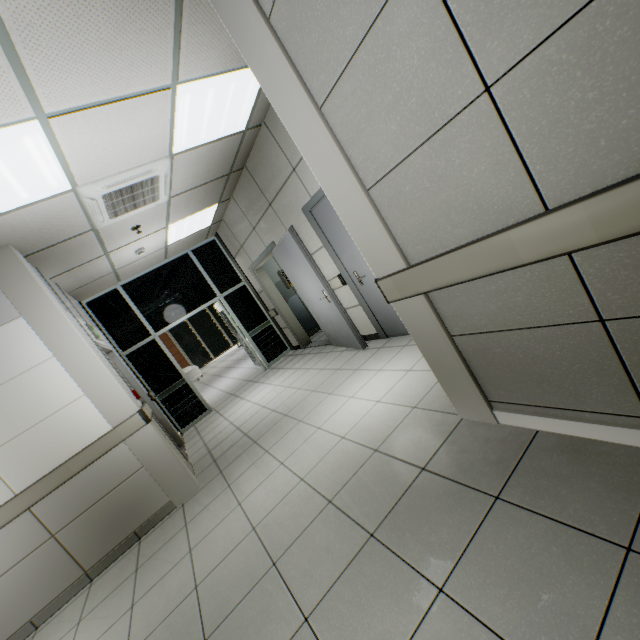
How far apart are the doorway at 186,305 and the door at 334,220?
3.8m

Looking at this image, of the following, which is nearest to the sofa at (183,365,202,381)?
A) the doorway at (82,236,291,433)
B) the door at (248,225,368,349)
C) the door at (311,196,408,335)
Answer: the doorway at (82,236,291,433)

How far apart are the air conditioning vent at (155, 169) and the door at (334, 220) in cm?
175

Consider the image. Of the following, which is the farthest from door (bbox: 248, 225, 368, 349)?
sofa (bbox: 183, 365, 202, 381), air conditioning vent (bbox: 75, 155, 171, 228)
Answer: sofa (bbox: 183, 365, 202, 381)

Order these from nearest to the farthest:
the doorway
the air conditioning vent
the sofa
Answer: the air conditioning vent < the doorway < the sofa

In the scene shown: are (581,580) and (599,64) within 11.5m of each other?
yes

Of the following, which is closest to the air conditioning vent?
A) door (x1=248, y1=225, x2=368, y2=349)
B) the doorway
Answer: door (x1=248, y1=225, x2=368, y2=349)

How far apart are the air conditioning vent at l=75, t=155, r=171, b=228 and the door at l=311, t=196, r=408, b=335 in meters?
1.8 m
